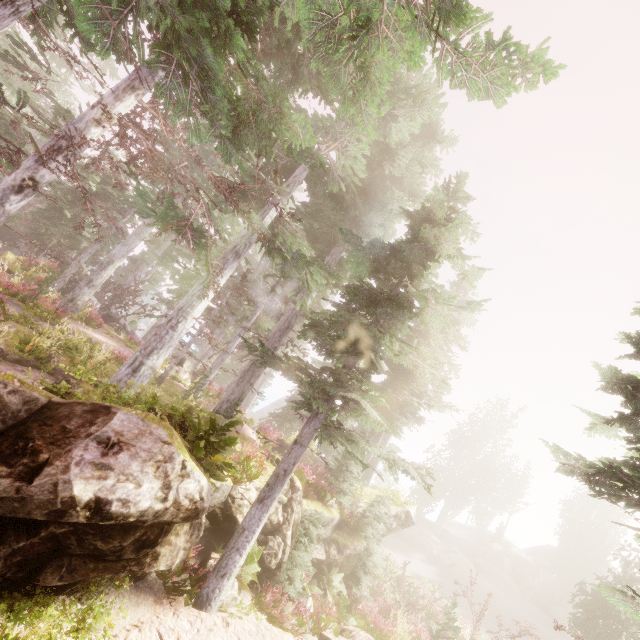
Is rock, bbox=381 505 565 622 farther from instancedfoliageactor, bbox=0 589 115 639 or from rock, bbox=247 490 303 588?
rock, bbox=247 490 303 588

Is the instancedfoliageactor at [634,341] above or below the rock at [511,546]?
above

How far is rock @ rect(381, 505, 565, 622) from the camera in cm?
3288

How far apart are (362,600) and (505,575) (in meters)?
Answer: 39.22

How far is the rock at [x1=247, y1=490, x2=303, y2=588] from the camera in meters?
10.1 m

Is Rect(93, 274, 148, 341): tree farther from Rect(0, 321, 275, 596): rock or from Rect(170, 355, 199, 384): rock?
Rect(0, 321, 275, 596): rock

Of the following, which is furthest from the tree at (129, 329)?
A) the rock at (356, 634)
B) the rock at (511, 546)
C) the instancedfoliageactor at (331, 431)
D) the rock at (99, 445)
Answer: the rock at (511, 546)
